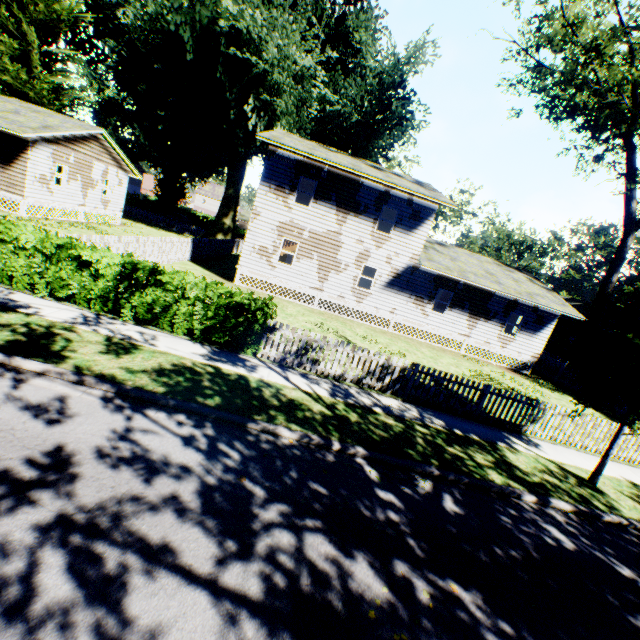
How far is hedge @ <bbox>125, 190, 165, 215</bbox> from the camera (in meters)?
53.12

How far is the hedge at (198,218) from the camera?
54.09m

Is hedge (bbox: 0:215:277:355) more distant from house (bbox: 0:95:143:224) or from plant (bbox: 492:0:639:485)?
house (bbox: 0:95:143:224)

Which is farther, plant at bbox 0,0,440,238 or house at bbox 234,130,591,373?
plant at bbox 0,0,440,238

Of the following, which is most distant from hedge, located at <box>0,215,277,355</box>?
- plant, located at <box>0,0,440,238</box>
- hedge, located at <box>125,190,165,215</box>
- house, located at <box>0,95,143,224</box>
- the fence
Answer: hedge, located at <box>125,190,165,215</box>

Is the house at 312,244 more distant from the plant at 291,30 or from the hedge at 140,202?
the hedge at 140,202

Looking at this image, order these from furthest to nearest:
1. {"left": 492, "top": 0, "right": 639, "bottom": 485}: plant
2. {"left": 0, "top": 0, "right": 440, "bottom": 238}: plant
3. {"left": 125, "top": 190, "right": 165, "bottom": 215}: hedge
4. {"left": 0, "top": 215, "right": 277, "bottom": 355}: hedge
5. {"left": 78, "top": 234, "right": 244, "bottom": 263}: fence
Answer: {"left": 125, "top": 190, "right": 165, "bottom": 215}: hedge
{"left": 0, "top": 0, "right": 440, "bottom": 238}: plant
{"left": 78, "top": 234, "right": 244, "bottom": 263}: fence
{"left": 0, "top": 215, "right": 277, "bottom": 355}: hedge
{"left": 492, "top": 0, "right": 639, "bottom": 485}: plant

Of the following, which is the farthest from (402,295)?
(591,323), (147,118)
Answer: (147,118)
